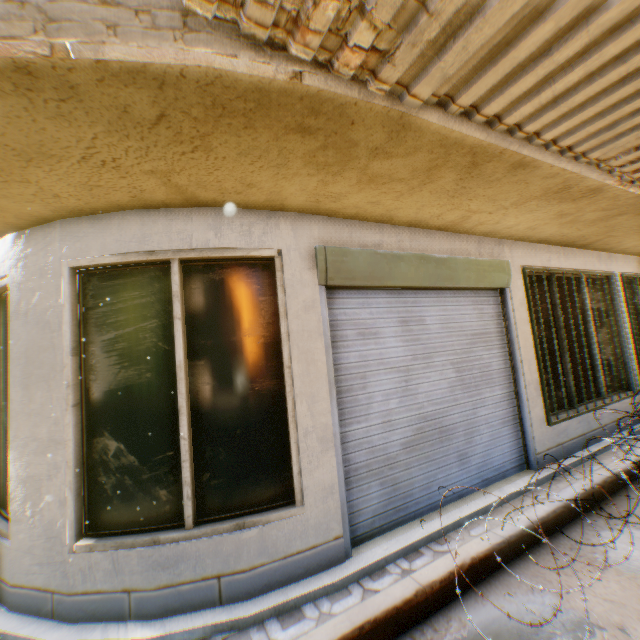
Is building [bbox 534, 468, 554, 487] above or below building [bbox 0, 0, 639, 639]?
below

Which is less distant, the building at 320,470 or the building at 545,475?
the building at 320,470

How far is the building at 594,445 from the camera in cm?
495

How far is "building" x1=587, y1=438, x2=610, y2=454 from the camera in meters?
4.9

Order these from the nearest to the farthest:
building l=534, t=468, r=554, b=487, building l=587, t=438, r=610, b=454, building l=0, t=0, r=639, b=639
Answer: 1. building l=0, t=0, r=639, b=639
2. building l=534, t=468, r=554, b=487
3. building l=587, t=438, r=610, b=454

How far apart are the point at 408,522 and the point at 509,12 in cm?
409

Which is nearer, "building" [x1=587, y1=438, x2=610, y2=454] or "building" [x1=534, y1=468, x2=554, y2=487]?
"building" [x1=534, y1=468, x2=554, y2=487]
